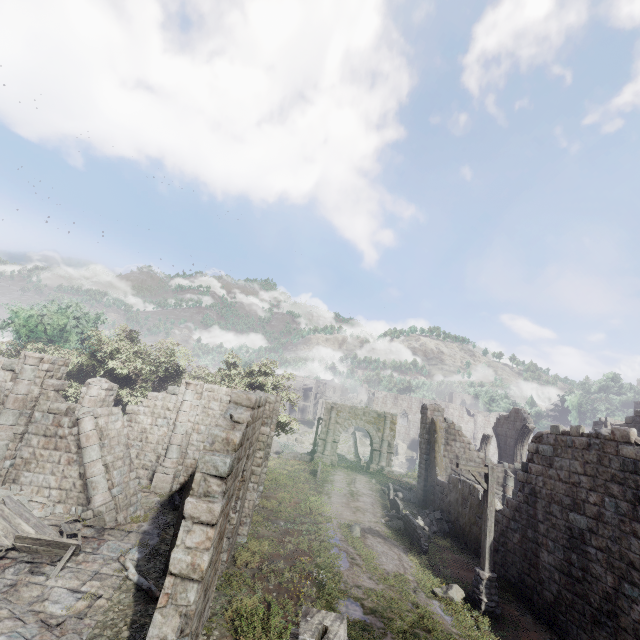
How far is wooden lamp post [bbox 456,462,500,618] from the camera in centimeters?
1105cm

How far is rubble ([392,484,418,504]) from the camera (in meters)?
23.38

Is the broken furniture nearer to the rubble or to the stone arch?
the rubble

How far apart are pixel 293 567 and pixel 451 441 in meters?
16.5 m

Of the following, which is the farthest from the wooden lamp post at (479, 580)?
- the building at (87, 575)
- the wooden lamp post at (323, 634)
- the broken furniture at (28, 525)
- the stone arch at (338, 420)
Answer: the stone arch at (338, 420)

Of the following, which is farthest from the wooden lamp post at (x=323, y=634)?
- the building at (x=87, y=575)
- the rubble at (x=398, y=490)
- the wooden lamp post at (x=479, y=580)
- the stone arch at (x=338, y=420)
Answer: the stone arch at (x=338, y=420)

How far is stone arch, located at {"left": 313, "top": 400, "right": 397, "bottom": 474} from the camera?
32.06m

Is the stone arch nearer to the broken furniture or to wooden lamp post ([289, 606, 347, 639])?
the broken furniture
